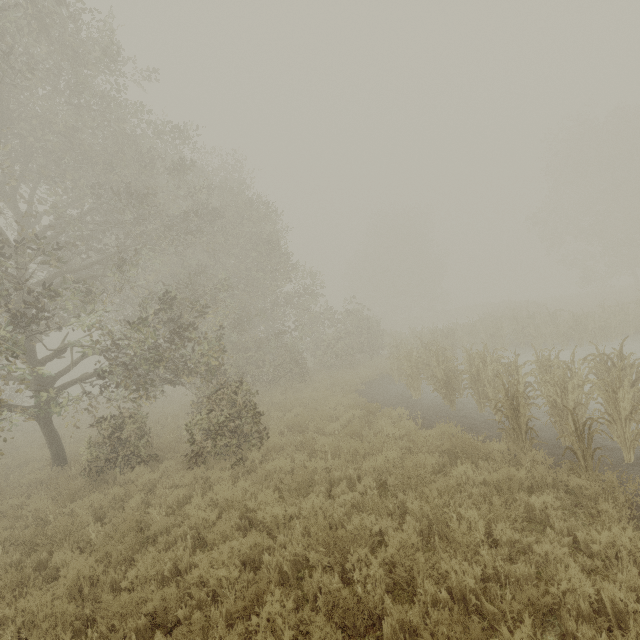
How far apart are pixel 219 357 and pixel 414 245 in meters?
40.2 m
